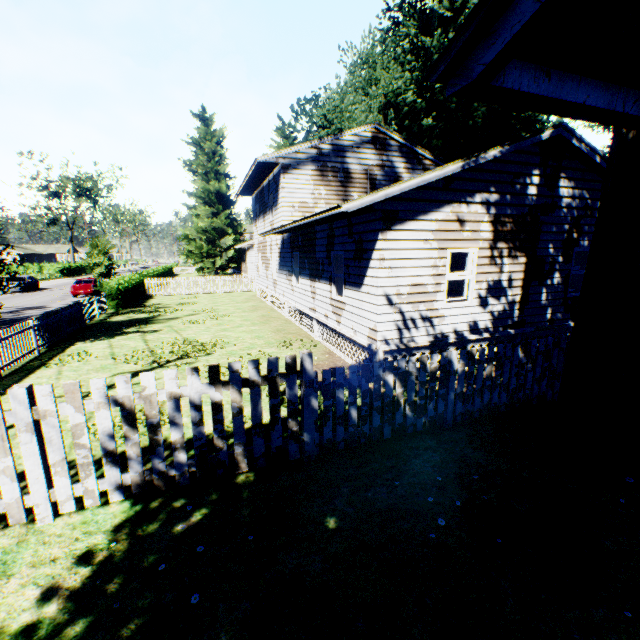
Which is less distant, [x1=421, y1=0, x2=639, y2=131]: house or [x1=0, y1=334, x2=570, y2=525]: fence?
[x1=421, y1=0, x2=639, y2=131]: house

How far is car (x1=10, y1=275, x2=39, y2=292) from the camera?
32.3m

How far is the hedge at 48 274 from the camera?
48.3m

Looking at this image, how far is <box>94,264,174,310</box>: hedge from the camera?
20.9m

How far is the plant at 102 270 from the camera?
27.2 meters

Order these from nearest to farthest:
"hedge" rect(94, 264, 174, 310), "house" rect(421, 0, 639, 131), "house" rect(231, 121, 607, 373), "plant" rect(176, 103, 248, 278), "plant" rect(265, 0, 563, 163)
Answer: "house" rect(421, 0, 639, 131), "house" rect(231, 121, 607, 373), "hedge" rect(94, 264, 174, 310), "plant" rect(265, 0, 563, 163), "plant" rect(176, 103, 248, 278)

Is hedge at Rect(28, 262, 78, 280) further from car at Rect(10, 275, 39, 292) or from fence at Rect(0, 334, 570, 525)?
fence at Rect(0, 334, 570, 525)

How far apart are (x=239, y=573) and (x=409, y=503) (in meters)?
2.41
